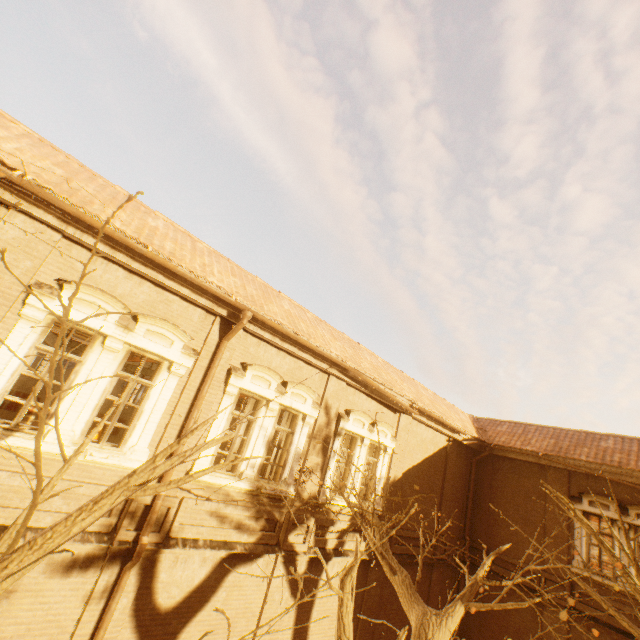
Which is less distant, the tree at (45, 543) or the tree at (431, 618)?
the tree at (45, 543)

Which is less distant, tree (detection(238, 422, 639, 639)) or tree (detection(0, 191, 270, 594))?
tree (detection(0, 191, 270, 594))

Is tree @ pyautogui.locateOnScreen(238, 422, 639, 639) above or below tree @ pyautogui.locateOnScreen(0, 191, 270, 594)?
below

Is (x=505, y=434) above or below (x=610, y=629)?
above

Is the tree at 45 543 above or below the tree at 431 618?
above
